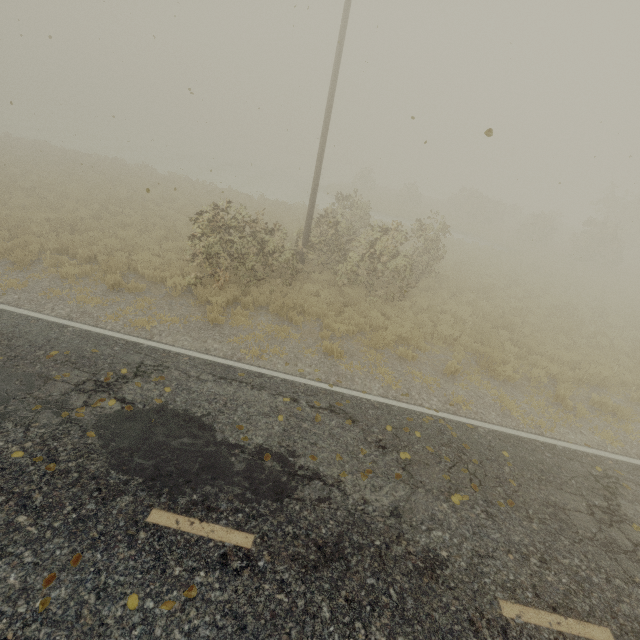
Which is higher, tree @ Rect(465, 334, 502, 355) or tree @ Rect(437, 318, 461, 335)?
tree @ Rect(437, 318, 461, 335)

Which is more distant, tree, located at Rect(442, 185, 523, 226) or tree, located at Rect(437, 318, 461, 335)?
tree, located at Rect(442, 185, 523, 226)

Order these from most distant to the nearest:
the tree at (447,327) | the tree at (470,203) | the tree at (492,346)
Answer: the tree at (470,203)
the tree at (447,327)
the tree at (492,346)

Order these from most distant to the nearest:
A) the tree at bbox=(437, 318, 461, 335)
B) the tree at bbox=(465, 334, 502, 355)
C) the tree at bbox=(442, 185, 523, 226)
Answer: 1. the tree at bbox=(442, 185, 523, 226)
2. the tree at bbox=(437, 318, 461, 335)
3. the tree at bbox=(465, 334, 502, 355)

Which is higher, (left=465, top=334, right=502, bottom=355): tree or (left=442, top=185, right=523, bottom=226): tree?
(left=442, top=185, right=523, bottom=226): tree

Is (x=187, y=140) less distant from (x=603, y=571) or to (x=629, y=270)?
(x=629, y=270)

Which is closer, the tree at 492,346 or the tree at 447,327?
the tree at 492,346
